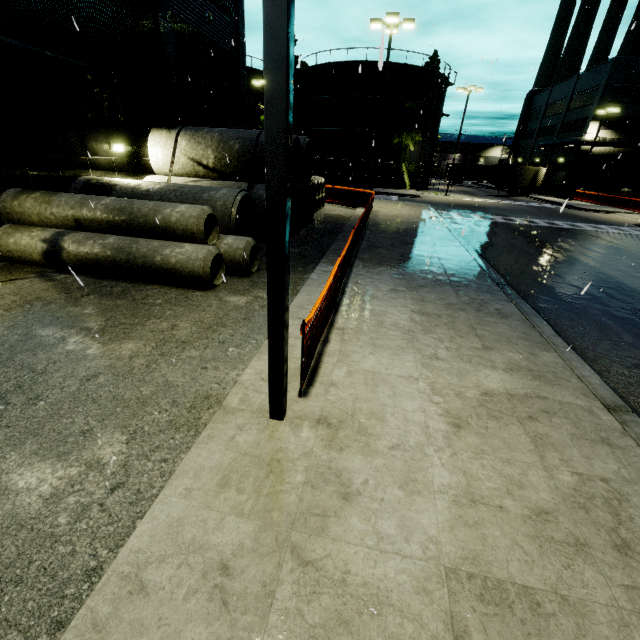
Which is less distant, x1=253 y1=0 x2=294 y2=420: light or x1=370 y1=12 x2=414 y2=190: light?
x1=253 y1=0 x2=294 y2=420: light

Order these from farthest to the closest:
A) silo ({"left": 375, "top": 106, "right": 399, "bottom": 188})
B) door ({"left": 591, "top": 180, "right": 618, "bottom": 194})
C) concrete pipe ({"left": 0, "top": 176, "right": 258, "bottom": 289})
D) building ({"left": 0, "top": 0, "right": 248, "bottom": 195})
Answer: door ({"left": 591, "top": 180, "right": 618, "bottom": 194}) < silo ({"left": 375, "top": 106, "right": 399, "bottom": 188}) < building ({"left": 0, "top": 0, "right": 248, "bottom": 195}) < concrete pipe ({"left": 0, "top": 176, "right": 258, "bottom": 289})

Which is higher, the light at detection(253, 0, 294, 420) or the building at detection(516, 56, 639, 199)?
the building at detection(516, 56, 639, 199)

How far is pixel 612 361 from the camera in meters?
6.0

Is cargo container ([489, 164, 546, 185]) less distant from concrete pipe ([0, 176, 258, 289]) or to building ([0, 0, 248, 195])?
building ([0, 0, 248, 195])

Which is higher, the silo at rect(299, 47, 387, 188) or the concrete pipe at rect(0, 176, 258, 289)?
the silo at rect(299, 47, 387, 188)

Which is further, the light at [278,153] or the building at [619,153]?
the building at [619,153]

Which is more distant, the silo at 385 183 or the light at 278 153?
the silo at 385 183
